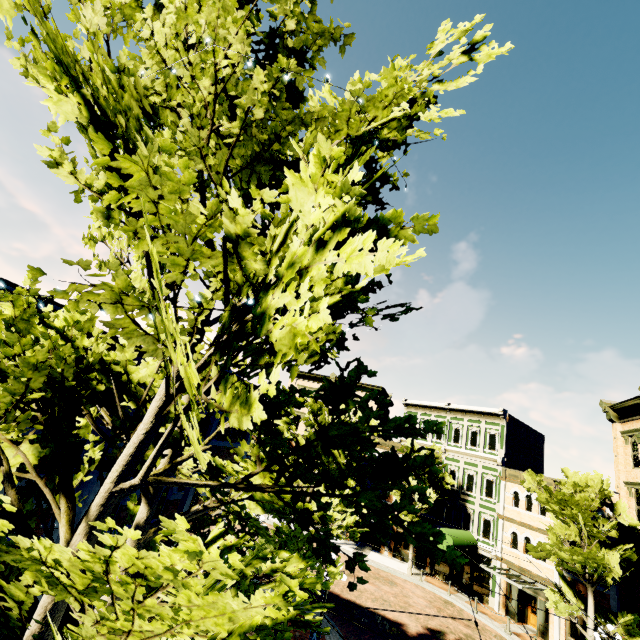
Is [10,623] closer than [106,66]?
Yes

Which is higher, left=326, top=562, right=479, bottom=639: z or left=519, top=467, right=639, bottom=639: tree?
left=519, top=467, right=639, bottom=639: tree

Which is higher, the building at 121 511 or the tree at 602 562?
the tree at 602 562

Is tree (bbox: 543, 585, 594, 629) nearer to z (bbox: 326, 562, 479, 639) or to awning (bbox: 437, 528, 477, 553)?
z (bbox: 326, 562, 479, 639)

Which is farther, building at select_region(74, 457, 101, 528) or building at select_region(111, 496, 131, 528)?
building at select_region(111, 496, 131, 528)

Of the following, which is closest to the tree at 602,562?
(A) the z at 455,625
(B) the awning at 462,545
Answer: (A) the z at 455,625

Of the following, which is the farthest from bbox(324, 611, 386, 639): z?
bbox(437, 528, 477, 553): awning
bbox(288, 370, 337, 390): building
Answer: bbox(437, 528, 477, 553): awning

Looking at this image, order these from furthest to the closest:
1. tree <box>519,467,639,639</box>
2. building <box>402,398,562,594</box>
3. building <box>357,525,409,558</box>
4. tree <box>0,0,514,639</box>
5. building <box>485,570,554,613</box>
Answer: building <box>357,525,409,558</box>, building <box>402,398,562,594</box>, building <box>485,570,554,613</box>, tree <box>519,467,639,639</box>, tree <box>0,0,514,639</box>
